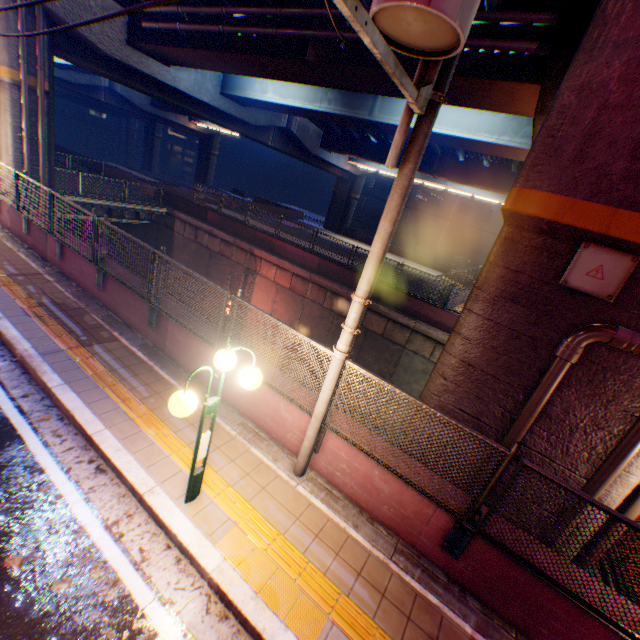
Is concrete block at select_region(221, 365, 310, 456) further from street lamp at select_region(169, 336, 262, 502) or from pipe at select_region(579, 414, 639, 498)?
street lamp at select_region(169, 336, 262, 502)

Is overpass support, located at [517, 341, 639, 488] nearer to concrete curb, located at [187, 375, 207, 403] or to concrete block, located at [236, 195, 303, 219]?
concrete block, located at [236, 195, 303, 219]

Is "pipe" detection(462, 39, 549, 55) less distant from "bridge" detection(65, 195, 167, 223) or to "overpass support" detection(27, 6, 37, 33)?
"overpass support" detection(27, 6, 37, 33)

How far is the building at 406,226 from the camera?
41.69m

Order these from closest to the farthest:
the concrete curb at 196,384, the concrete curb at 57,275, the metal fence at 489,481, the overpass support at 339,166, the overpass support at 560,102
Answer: the metal fence at 489,481
the overpass support at 560,102
the concrete curb at 196,384
the concrete curb at 57,275
the overpass support at 339,166

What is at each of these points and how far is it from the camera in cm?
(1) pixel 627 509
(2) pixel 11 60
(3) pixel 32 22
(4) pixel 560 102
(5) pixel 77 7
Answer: (1) pipe, 479
(2) overpass support, 1253
(3) overpass support, 1254
(4) overpass support, 415
(5) overpass support, 1298

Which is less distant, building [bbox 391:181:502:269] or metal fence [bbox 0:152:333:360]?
metal fence [bbox 0:152:333:360]

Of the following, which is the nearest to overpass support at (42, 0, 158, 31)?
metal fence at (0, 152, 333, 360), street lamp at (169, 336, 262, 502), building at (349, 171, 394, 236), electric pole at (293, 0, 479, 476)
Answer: metal fence at (0, 152, 333, 360)
